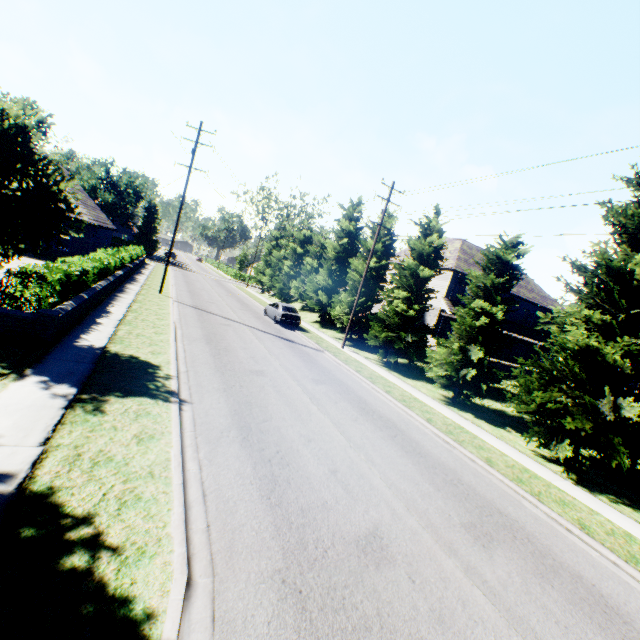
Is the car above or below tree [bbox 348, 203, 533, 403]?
below

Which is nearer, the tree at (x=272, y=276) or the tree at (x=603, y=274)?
the tree at (x=603, y=274)

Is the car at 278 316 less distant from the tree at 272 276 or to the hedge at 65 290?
the tree at 272 276

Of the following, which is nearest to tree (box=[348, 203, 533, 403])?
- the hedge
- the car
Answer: the car

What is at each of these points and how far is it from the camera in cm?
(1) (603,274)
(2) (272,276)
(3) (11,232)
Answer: (1) tree, 1143
(2) tree, 4506
(3) tree, 913

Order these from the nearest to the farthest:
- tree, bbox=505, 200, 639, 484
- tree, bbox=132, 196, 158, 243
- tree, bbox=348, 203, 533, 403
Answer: tree, bbox=505, 200, 639, 484, tree, bbox=348, 203, 533, 403, tree, bbox=132, 196, 158, 243

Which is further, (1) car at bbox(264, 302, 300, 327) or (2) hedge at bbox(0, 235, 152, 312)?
(1) car at bbox(264, 302, 300, 327)

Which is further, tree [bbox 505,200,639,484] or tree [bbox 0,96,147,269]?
tree [bbox 505,200,639,484]
